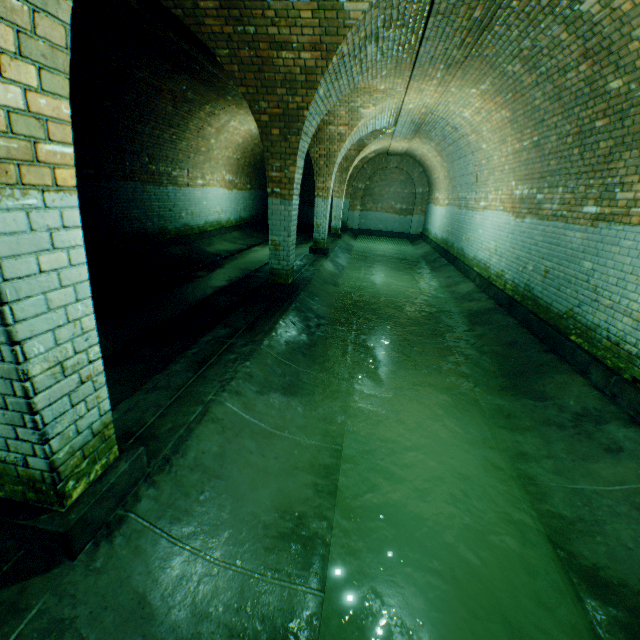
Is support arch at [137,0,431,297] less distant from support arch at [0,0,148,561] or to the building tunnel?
the building tunnel

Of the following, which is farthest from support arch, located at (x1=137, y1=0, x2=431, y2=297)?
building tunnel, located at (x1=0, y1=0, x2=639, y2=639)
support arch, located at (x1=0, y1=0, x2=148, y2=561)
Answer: support arch, located at (x1=0, y1=0, x2=148, y2=561)

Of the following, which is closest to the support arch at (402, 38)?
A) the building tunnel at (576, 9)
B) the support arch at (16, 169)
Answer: the building tunnel at (576, 9)

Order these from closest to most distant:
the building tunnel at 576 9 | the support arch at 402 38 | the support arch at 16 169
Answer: the support arch at 16 169, the building tunnel at 576 9, the support arch at 402 38

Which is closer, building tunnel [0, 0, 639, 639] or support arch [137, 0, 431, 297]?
building tunnel [0, 0, 639, 639]

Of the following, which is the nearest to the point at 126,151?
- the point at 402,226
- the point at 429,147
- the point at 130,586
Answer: the point at 130,586
